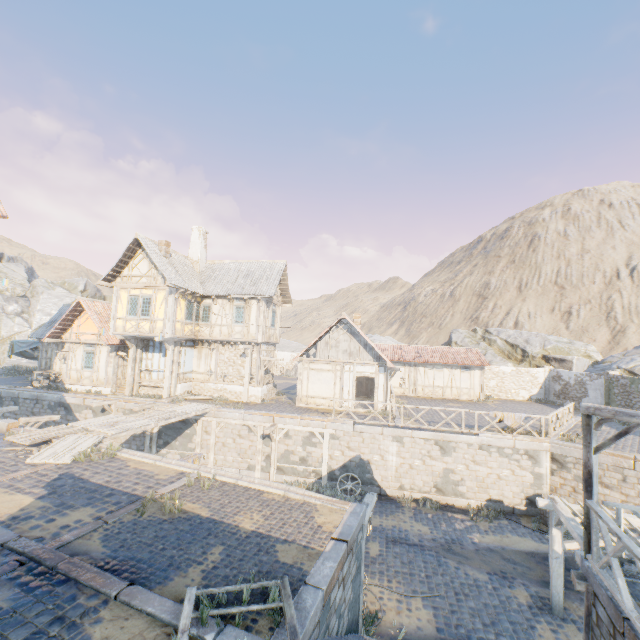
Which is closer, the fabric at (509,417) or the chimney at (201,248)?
the fabric at (509,417)

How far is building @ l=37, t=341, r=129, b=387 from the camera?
21.8m

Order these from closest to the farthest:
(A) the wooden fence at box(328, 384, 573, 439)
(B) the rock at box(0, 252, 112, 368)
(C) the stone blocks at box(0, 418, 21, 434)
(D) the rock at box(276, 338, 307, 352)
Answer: (C) the stone blocks at box(0, 418, 21, 434), (A) the wooden fence at box(328, 384, 573, 439), (B) the rock at box(0, 252, 112, 368), (D) the rock at box(276, 338, 307, 352)

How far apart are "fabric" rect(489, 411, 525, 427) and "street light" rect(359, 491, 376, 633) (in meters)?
8.96

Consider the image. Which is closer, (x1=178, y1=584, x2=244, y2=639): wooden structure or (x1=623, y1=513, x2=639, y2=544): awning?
(x1=178, y1=584, x2=244, y2=639): wooden structure

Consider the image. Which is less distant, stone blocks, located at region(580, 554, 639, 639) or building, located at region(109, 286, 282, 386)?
stone blocks, located at region(580, 554, 639, 639)

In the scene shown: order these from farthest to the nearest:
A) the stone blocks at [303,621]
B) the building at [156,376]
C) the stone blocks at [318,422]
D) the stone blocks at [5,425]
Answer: the building at [156,376] → the stone blocks at [318,422] → the stone blocks at [5,425] → the stone blocks at [303,621]

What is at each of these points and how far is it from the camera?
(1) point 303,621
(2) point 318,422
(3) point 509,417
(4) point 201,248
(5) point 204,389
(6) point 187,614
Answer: (1) stone blocks, 4.53m
(2) stone blocks, 16.75m
(3) fabric, 15.25m
(4) chimney, 23.97m
(5) stone foundation, 21.98m
(6) wooden structure, 4.31m
